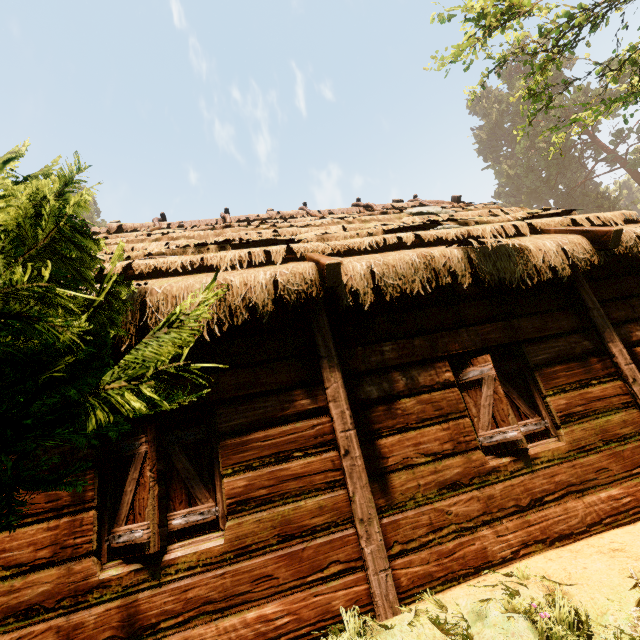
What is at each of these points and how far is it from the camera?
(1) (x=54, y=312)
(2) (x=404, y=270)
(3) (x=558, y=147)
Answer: (1) treerock, 1.46m
(2) building, 4.05m
(3) treerock, 58.72m

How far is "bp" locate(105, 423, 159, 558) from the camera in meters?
2.9

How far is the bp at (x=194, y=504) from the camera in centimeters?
313cm

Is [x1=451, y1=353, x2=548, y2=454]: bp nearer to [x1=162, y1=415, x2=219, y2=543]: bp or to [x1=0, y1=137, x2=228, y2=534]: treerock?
[x1=162, y1=415, x2=219, y2=543]: bp

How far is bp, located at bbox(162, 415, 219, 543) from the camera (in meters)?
3.13

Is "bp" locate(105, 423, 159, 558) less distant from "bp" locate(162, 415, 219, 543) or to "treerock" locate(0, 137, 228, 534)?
"bp" locate(162, 415, 219, 543)

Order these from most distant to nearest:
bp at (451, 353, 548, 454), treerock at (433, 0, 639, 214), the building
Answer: treerock at (433, 0, 639, 214), bp at (451, 353, 548, 454), the building

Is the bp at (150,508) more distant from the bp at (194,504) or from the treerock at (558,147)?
the treerock at (558,147)
